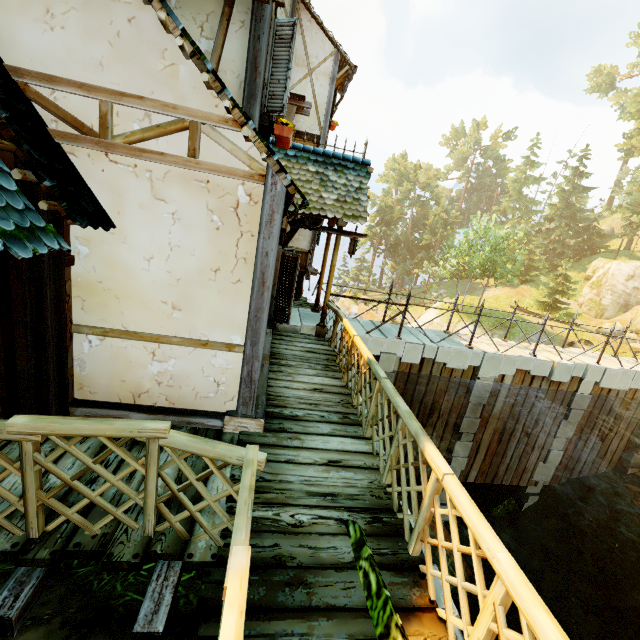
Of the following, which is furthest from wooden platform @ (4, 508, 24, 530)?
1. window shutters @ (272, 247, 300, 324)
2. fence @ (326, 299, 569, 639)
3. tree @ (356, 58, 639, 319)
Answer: tree @ (356, 58, 639, 319)

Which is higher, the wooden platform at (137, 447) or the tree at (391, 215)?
the tree at (391, 215)

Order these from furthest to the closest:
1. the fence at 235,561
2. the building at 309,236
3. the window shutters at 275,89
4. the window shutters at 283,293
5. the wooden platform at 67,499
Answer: the building at 309,236 → the window shutters at 283,293 → the window shutters at 275,89 → the wooden platform at 67,499 → the fence at 235,561

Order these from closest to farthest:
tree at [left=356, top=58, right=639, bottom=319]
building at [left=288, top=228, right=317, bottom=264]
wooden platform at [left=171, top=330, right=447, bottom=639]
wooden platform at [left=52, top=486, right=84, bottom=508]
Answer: wooden platform at [left=171, top=330, right=447, bottom=639], wooden platform at [left=52, top=486, right=84, bottom=508], building at [left=288, top=228, right=317, bottom=264], tree at [left=356, top=58, right=639, bottom=319]

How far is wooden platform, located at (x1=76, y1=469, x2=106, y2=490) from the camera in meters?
3.0

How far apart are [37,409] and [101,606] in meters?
2.0

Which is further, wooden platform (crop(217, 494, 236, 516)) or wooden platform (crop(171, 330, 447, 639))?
wooden platform (crop(217, 494, 236, 516))

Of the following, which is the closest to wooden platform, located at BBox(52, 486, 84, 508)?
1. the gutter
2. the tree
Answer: the gutter
